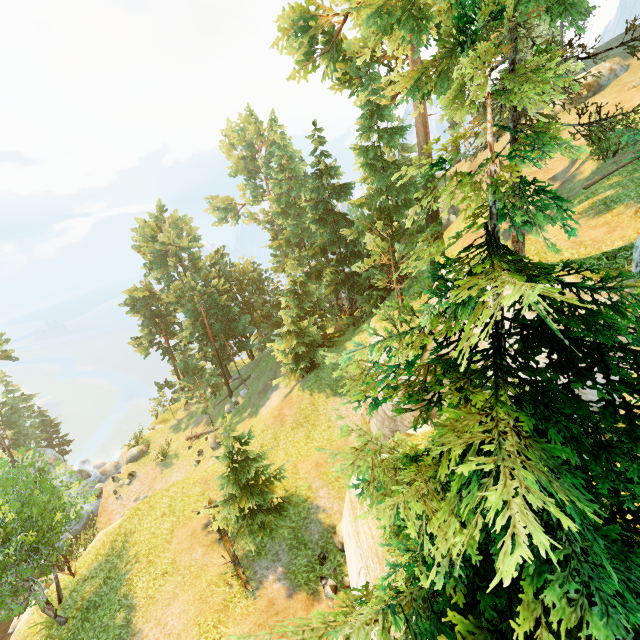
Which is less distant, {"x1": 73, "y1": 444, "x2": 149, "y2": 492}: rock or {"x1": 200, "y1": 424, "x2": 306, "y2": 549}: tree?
{"x1": 200, "y1": 424, "x2": 306, "y2": 549}: tree

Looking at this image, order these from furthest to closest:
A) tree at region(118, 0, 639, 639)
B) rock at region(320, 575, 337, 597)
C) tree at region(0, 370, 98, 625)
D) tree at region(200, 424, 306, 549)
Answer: tree at region(200, 424, 306, 549) → rock at region(320, 575, 337, 597) → tree at region(0, 370, 98, 625) → tree at region(118, 0, 639, 639)

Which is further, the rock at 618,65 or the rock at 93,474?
the rock at 93,474

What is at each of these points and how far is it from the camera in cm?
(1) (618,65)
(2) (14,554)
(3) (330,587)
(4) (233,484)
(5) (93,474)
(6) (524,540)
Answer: (1) rock, 2616
(2) tree, 1390
(3) rock, 1447
(4) tree, 1730
(5) rock, 3747
(6) tree, 166

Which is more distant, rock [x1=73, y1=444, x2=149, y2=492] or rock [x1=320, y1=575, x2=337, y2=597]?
rock [x1=73, y1=444, x2=149, y2=492]

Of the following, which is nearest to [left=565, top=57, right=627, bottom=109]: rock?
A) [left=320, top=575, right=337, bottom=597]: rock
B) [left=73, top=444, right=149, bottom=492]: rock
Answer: [left=320, top=575, right=337, bottom=597]: rock

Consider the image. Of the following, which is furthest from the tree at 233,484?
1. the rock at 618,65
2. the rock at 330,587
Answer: the rock at 618,65

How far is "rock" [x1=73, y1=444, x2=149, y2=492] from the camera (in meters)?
34.12
